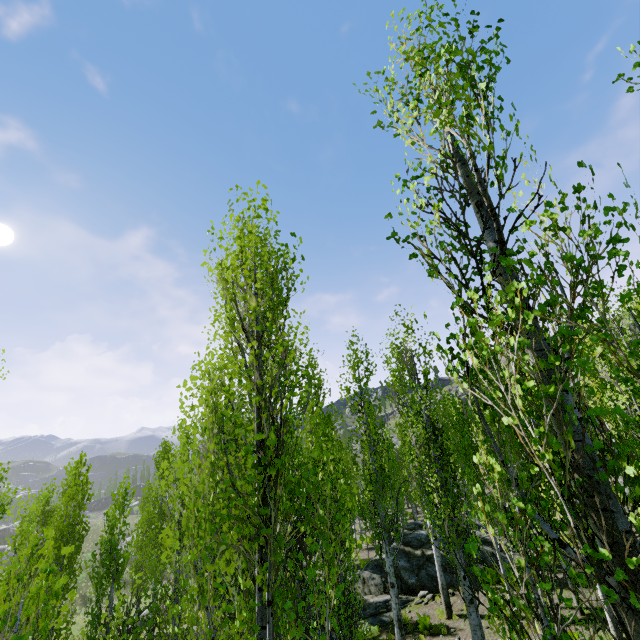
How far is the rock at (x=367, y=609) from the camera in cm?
1351

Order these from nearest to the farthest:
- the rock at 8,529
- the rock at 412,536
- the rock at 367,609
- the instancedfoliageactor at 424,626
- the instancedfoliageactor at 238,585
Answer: the instancedfoliageactor at 238,585 < the instancedfoliageactor at 424,626 < the rock at 367,609 < the rock at 412,536 < the rock at 8,529

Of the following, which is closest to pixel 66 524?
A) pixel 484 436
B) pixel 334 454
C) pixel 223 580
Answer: pixel 223 580

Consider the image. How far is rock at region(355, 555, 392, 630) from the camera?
13.5 meters

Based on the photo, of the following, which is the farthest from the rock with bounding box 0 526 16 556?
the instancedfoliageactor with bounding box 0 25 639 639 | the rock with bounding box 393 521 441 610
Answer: the rock with bounding box 393 521 441 610

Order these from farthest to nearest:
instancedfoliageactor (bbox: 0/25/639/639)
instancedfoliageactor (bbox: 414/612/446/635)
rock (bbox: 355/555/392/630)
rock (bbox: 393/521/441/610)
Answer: rock (bbox: 393/521/441/610), rock (bbox: 355/555/392/630), instancedfoliageactor (bbox: 414/612/446/635), instancedfoliageactor (bbox: 0/25/639/639)
